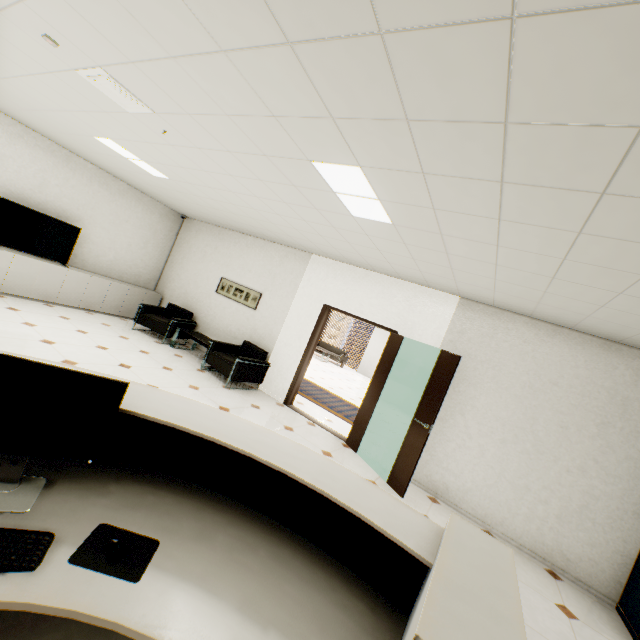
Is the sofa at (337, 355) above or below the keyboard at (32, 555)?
below

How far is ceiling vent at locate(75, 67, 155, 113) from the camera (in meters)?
2.69

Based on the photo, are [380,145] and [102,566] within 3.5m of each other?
yes

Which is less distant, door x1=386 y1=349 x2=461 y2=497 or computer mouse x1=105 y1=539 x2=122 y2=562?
computer mouse x1=105 y1=539 x2=122 y2=562

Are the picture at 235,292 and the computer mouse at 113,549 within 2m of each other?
no

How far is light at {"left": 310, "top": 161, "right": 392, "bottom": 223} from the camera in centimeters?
262cm

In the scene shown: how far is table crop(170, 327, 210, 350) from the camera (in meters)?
6.66

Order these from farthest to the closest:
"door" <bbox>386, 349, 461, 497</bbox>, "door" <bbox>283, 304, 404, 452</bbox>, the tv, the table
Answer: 1. the table
2. the tv
3. "door" <bbox>283, 304, 404, 452</bbox>
4. "door" <bbox>386, 349, 461, 497</bbox>
